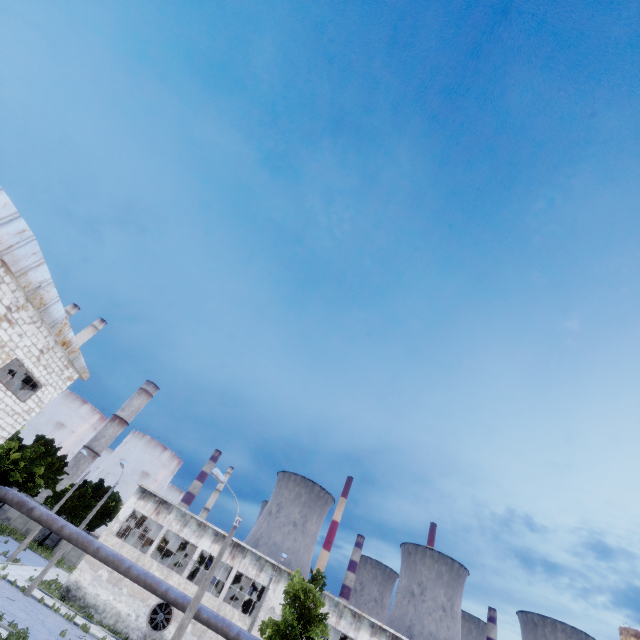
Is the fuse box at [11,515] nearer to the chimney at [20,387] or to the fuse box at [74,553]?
the fuse box at [74,553]

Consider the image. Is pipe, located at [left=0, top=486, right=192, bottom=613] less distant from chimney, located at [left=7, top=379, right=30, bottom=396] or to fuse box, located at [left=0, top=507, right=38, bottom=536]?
fuse box, located at [left=0, top=507, right=38, bottom=536]

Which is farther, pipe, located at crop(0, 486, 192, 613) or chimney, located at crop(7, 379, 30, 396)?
chimney, located at crop(7, 379, 30, 396)

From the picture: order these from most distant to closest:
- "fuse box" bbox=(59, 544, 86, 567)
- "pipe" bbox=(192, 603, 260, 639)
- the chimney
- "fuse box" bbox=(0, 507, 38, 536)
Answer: the chimney → "fuse box" bbox=(0, 507, 38, 536) → "fuse box" bbox=(59, 544, 86, 567) → "pipe" bbox=(192, 603, 260, 639)

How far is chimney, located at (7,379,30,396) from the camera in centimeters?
5528cm

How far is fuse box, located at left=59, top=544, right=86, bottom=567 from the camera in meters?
43.2

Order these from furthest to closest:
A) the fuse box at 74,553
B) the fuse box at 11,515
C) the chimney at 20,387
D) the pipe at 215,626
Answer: the chimney at 20,387, the fuse box at 11,515, the fuse box at 74,553, the pipe at 215,626

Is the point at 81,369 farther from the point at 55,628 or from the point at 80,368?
the point at 55,628
